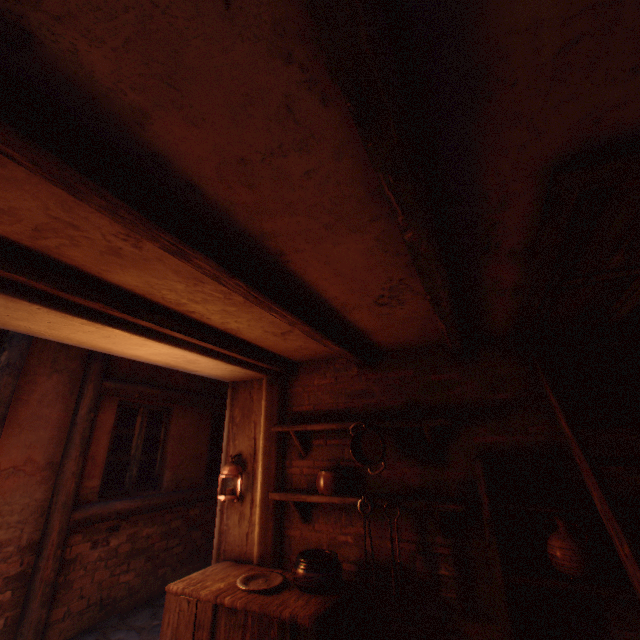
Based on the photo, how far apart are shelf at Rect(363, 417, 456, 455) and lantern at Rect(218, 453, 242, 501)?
0.57m

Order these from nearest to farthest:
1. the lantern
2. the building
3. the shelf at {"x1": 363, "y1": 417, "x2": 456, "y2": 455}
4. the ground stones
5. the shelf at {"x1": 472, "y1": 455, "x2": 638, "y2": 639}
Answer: the building → the shelf at {"x1": 472, "y1": 455, "x2": 638, "y2": 639} → the shelf at {"x1": 363, "y1": 417, "x2": 456, "y2": 455} → the lantern → the ground stones

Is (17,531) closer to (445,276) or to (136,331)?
(136,331)

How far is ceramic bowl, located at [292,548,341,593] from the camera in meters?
2.6

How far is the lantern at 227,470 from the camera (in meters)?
3.52

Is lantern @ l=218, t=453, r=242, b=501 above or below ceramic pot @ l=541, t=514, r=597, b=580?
above

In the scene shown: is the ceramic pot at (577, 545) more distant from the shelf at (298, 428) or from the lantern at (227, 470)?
the lantern at (227, 470)

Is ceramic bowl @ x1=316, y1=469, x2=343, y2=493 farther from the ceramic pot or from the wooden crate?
the ceramic pot
